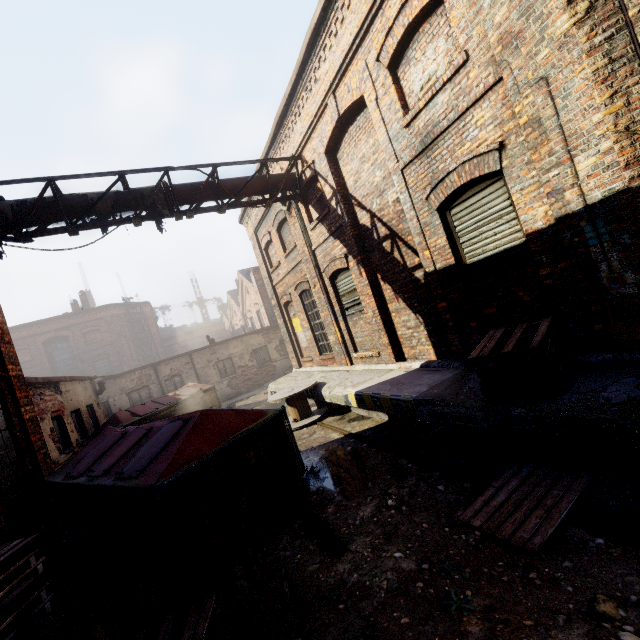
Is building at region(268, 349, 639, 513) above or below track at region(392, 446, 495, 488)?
above

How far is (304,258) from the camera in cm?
1068

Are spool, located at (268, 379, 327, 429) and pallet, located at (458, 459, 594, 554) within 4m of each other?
no

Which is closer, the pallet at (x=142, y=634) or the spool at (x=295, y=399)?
the pallet at (x=142, y=634)

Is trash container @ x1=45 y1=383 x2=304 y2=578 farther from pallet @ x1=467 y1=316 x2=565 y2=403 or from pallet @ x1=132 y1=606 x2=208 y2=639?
pallet @ x1=467 y1=316 x2=565 y2=403

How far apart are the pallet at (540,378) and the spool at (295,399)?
5.1m

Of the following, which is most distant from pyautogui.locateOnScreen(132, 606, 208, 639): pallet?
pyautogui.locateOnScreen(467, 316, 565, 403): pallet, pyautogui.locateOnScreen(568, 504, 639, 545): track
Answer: pyautogui.locateOnScreen(467, 316, 565, 403): pallet

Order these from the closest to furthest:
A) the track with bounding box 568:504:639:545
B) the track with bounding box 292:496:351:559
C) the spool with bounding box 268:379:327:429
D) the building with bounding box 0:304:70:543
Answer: the track with bounding box 568:504:639:545
the track with bounding box 292:496:351:559
the building with bounding box 0:304:70:543
the spool with bounding box 268:379:327:429
